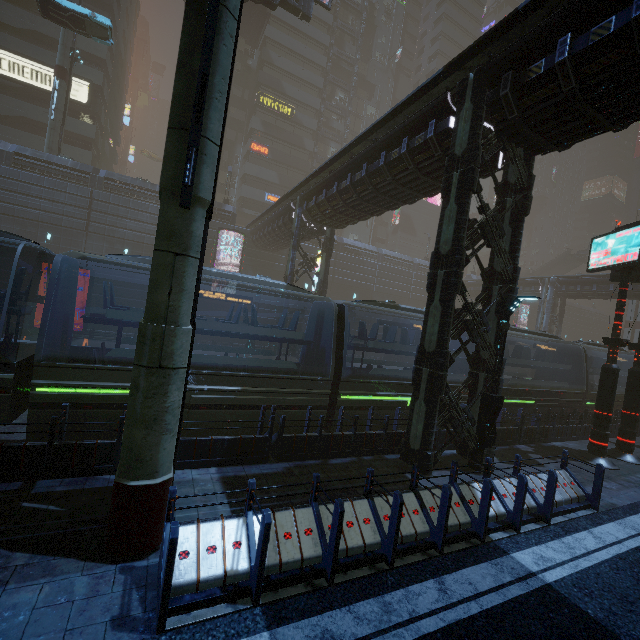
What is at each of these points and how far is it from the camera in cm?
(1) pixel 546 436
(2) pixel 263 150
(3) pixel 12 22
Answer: (1) building, 1452
(2) sign, 4266
(3) building, 3259

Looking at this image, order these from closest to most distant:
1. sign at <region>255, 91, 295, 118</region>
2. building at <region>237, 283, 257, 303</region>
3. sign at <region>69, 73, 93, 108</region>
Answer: building at <region>237, 283, 257, 303</region>
sign at <region>69, 73, 93, 108</region>
sign at <region>255, 91, 295, 118</region>

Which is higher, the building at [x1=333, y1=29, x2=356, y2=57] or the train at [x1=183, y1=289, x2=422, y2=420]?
the building at [x1=333, y1=29, x2=356, y2=57]

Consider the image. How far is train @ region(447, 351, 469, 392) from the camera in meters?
13.8

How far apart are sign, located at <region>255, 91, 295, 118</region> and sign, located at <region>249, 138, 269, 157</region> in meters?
4.3

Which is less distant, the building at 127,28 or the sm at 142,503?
the sm at 142,503

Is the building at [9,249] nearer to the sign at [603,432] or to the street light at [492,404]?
the street light at [492,404]

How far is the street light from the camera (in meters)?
9.98
